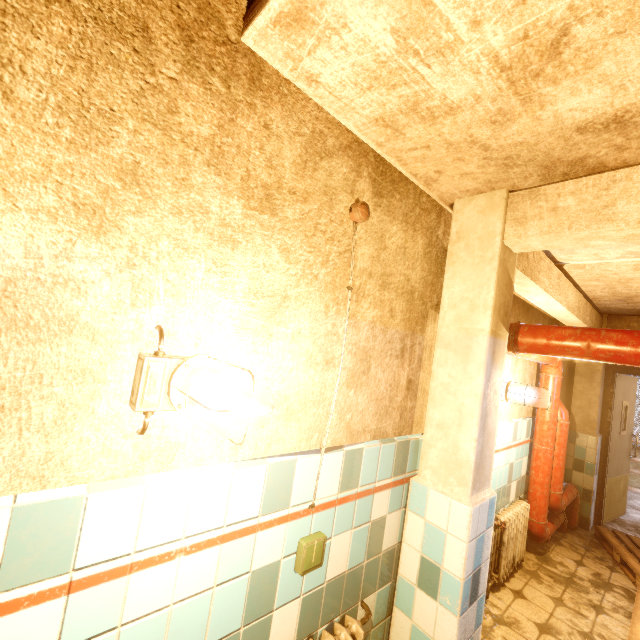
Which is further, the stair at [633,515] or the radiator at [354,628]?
the stair at [633,515]

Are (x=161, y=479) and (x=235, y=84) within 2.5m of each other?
yes

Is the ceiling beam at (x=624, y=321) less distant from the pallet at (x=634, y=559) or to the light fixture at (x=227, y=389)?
the light fixture at (x=227, y=389)

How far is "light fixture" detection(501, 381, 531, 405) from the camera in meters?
2.8 m

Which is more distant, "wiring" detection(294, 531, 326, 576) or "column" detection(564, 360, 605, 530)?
"column" detection(564, 360, 605, 530)

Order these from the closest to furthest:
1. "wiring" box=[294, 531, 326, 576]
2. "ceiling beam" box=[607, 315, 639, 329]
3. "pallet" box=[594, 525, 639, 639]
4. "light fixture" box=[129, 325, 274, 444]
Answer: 1. "light fixture" box=[129, 325, 274, 444]
2. "wiring" box=[294, 531, 326, 576]
3. "pallet" box=[594, 525, 639, 639]
4. "ceiling beam" box=[607, 315, 639, 329]

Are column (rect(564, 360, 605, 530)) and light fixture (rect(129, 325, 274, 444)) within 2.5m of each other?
no

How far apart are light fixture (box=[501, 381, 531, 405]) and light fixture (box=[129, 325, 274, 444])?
2.64m
